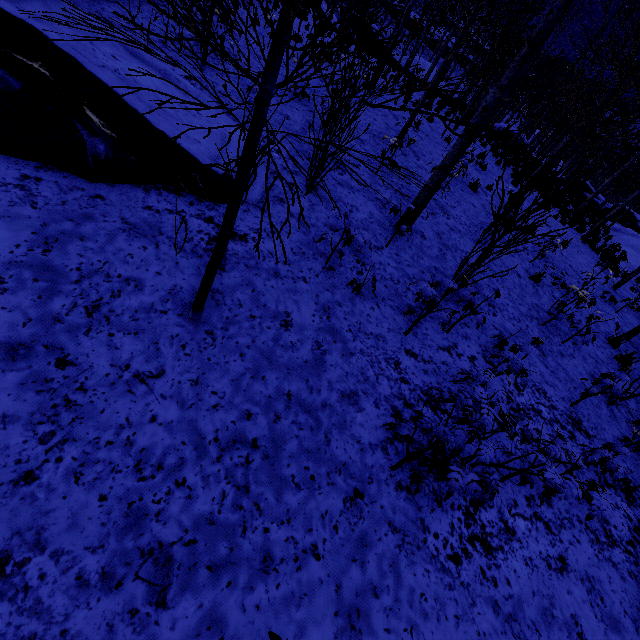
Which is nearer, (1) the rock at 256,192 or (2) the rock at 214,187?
(2) the rock at 214,187

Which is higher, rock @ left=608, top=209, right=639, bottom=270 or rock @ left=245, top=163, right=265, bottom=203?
rock @ left=608, top=209, right=639, bottom=270

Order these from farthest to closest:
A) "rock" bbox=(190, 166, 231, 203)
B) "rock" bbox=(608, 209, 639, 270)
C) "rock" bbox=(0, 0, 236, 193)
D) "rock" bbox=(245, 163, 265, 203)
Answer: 1. "rock" bbox=(608, 209, 639, 270)
2. "rock" bbox=(245, 163, 265, 203)
3. "rock" bbox=(190, 166, 231, 203)
4. "rock" bbox=(0, 0, 236, 193)

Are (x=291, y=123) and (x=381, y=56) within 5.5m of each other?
yes

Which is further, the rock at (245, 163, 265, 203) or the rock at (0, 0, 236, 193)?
the rock at (245, 163, 265, 203)

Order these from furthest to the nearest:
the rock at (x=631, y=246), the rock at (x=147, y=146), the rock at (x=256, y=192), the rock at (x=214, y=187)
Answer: the rock at (x=631, y=246) → the rock at (x=256, y=192) → the rock at (x=214, y=187) → the rock at (x=147, y=146)

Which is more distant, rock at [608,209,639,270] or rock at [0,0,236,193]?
rock at [608,209,639,270]

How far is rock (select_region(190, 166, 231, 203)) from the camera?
4.3m
